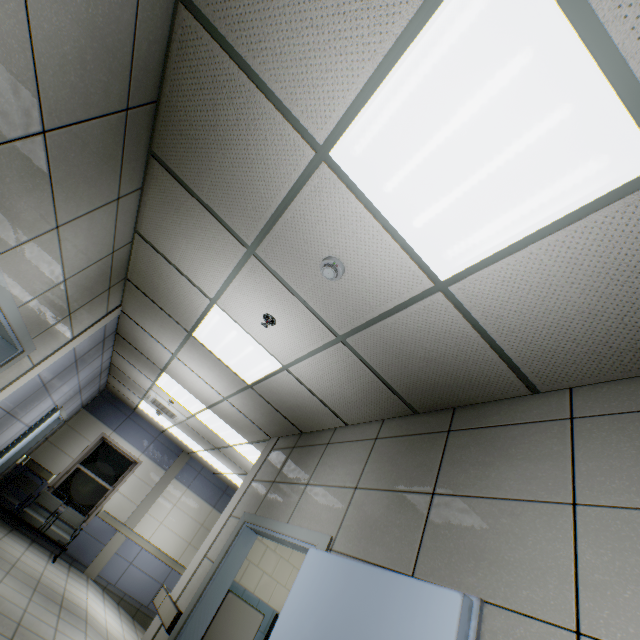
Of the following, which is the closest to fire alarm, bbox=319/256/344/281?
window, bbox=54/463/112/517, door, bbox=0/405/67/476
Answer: door, bbox=0/405/67/476

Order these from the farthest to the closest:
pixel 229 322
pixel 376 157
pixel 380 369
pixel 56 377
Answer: pixel 56 377
pixel 229 322
pixel 380 369
pixel 376 157

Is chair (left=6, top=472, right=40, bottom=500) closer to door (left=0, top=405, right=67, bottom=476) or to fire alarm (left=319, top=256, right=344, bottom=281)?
door (left=0, top=405, right=67, bottom=476)

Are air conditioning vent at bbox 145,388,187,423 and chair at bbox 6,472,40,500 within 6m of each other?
yes

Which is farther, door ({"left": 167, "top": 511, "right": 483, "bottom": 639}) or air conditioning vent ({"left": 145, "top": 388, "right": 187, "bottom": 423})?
air conditioning vent ({"left": 145, "top": 388, "right": 187, "bottom": 423})

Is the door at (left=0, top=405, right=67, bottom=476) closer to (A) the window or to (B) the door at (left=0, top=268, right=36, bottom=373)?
(A) the window

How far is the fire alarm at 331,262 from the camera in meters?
2.1 m

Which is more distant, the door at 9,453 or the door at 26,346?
the door at 9,453
